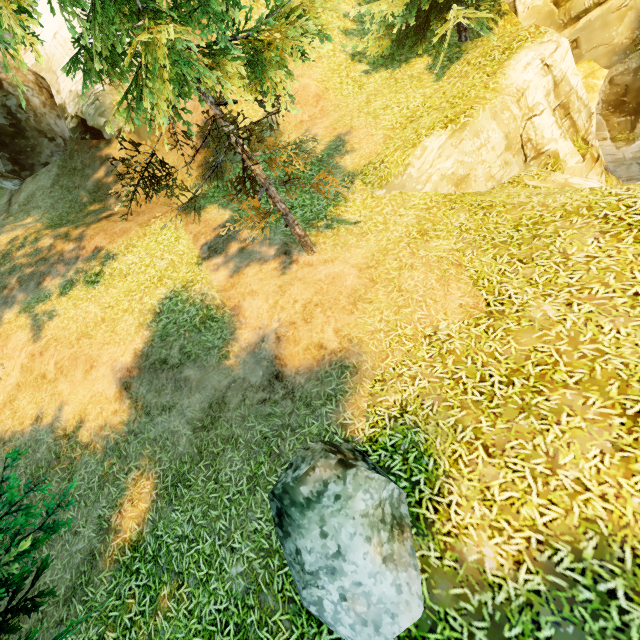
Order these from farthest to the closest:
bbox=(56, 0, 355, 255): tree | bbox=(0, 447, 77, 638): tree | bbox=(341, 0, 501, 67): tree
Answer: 1. bbox=(341, 0, 501, 67): tree
2. bbox=(0, 447, 77, 638): tree
3. bbox=(56, 0, 355, 255): tree

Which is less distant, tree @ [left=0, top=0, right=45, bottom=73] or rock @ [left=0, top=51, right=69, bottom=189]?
tree @ [left=0, top=0, right=45, bottom=73]

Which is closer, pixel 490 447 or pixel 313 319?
pixel 490 447

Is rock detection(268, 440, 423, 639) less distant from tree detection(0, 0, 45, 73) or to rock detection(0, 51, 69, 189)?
tree detection(0, 0, 45, 73)

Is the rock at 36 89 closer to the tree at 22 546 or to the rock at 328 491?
the tree at 22 546

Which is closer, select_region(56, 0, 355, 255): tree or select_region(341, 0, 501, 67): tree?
select_region(56, 0, 355, 255): tree

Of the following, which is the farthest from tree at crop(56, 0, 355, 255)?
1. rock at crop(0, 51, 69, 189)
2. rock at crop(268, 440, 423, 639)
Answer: rock at crop(0, 51, 69, 189)

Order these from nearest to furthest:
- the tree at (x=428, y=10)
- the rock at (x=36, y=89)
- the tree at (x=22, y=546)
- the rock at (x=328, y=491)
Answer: the rock at (x=328, y=491), the tree at (x=22, y=546), the tree at (x=428, y=10), the rock at (x=36, y=89)
